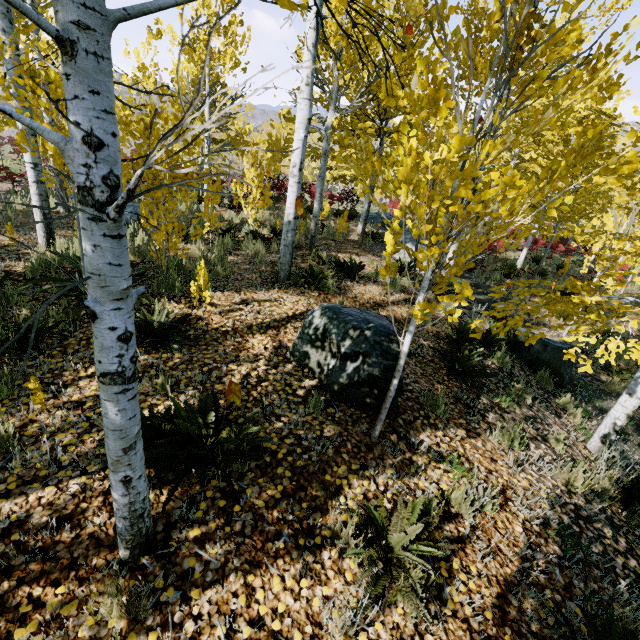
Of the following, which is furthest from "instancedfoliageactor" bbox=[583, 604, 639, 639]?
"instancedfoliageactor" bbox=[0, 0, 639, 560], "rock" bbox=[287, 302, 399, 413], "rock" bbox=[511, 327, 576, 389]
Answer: "rock" bbox=[511, 327, 576, 389]

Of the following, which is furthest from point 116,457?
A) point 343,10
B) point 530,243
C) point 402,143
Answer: point 530,243

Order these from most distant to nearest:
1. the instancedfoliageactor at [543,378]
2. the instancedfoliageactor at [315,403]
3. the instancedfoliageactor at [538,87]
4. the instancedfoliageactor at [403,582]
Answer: the instancedfoliageactor at [543,378] → the instancedfoliageactor at [315,403] → the instancedfoliageactor at [403,582] → the instancedfoliageactor at [538,87]

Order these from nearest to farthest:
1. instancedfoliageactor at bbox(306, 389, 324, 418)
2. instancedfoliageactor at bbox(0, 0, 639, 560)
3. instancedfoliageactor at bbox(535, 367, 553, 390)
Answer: instancedfoliageactor at bbox(0, 0, 639, 560), instancedfoliageactor at bbox(306, 389, 324, 418), instancedfoliageactor at bbox(535, 367, 553, 390)

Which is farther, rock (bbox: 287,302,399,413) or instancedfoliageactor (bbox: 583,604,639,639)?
rock (bbox: 287,302,399,413)

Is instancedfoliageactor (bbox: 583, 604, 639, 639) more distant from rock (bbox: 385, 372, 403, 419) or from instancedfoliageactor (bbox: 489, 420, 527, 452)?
rock (bbox: 385, 372, 403, 419)

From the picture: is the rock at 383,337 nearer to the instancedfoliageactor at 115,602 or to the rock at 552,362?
the instancedfoliageactor at 115,602

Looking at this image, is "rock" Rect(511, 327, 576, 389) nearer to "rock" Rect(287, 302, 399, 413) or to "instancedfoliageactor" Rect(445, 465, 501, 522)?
"instancedfoliageactor" Rect(445, 465, 501, 522)
